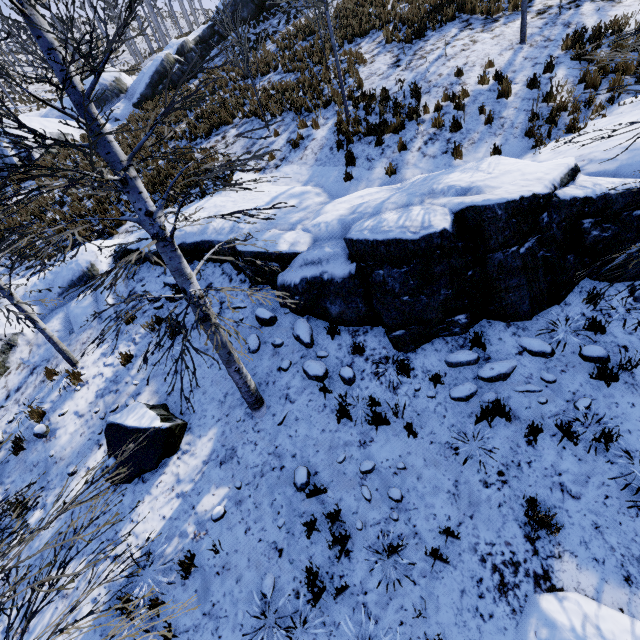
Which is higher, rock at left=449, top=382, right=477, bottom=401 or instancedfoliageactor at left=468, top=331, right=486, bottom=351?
instancedfoliageactor at left=468, top=331, right=486, bottom=351

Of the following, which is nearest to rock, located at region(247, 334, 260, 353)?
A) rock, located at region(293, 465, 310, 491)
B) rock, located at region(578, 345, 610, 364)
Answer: rock, located at region(293, 465, 310, 491)

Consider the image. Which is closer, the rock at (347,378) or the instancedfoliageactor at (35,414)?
the rock at (347,378)

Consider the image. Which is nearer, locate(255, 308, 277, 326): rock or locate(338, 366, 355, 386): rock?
locate(338, 366, 355, 386): rock

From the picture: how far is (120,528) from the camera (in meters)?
5.43

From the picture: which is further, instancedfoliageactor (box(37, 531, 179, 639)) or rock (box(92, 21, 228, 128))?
rock (box(92, 21, 228, 128))

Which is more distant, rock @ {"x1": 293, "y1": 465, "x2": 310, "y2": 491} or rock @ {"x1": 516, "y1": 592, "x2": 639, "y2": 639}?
rock @ {"x1": 293, "y1": 465, "x2": 310, "y2": 491}

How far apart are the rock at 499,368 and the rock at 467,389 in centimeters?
15cm
